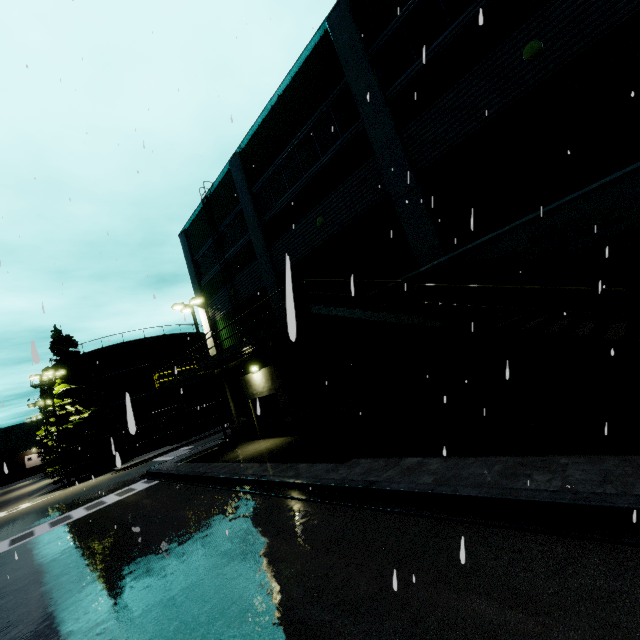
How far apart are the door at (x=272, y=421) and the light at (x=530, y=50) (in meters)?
15.75

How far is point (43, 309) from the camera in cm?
474

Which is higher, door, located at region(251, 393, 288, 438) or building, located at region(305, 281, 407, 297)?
building, located at region(305, 281, 407, 297)

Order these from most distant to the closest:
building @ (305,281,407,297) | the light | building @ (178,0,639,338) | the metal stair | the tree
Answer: the tree
building @ (305,281,407,297)
the light
building @ (178,0,639,338)
the metal stair

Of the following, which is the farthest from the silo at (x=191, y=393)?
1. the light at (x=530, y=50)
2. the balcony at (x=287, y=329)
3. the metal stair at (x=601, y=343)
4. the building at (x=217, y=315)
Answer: the light at (x=530, y=50)

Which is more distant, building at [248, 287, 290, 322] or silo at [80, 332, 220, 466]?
silo at [80, 332, 220, 466]

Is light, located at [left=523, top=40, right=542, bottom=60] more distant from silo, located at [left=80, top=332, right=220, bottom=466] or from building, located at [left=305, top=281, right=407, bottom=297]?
silo, located at [left=80, top=332, right=220, bottom=466]

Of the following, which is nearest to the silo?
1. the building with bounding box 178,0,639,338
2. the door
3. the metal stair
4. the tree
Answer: the building with bounding box 178,0,639,338
